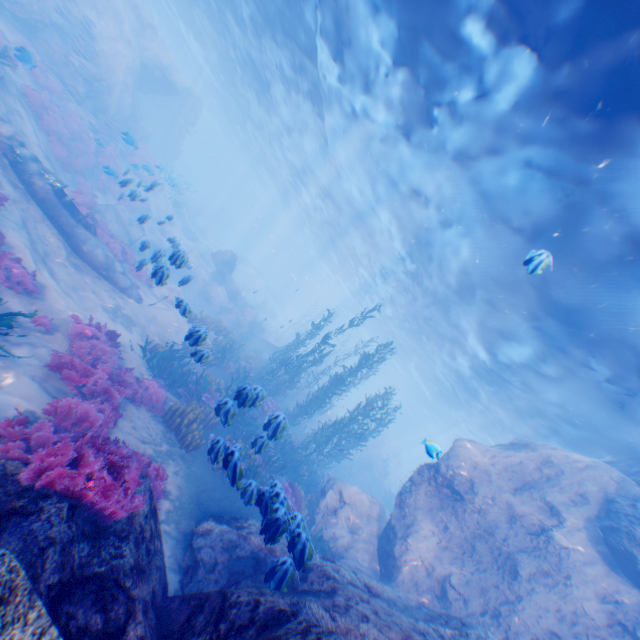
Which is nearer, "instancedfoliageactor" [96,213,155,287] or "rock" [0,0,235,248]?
"instancedfoliageactor" [96,213,155,287]

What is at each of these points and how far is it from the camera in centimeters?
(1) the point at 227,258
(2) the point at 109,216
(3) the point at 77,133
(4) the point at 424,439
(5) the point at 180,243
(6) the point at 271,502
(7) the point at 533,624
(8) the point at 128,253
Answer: (1) plane, 2592cm
(2) plane, 1543cm
(3) instancedfoliageactor, 1714cm
(4) light, 623cm
(5) rock, 1460cm
(6) instancedfoliageactor, 554cm
(7) rock, 800cm
(8) instancedfoliageactor, 1433cm

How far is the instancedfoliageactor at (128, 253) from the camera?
13.4 meters

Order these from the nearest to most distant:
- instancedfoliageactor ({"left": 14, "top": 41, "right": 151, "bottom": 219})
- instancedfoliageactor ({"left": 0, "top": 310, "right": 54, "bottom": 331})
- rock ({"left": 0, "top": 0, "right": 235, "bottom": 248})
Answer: instancedfoliageactor ({"left": 0, "top": 310, "right": 54, "bottom": 331}) → instancedfoliageactor ({"left": 14, "top": 41, "right": 151, "bottom": 219}) → rock ({"left": 0, "top": 0, "right": 235, "bottom": 248})

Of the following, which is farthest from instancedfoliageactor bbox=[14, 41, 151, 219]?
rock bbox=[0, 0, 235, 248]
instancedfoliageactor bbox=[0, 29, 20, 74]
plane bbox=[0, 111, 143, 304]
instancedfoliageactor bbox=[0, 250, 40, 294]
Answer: instancedfoliageactor bbox=[0, 250, 40, 294]

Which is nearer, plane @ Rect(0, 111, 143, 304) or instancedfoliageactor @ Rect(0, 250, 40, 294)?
instancedfoliageactor @ Rect(0, 250, 40, 294)

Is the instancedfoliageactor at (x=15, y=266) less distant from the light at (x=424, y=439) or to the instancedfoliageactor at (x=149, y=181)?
the light at (x=424, y=439)

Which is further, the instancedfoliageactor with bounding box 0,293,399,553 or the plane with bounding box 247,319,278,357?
the plane with bounding box 247,319,278,357
